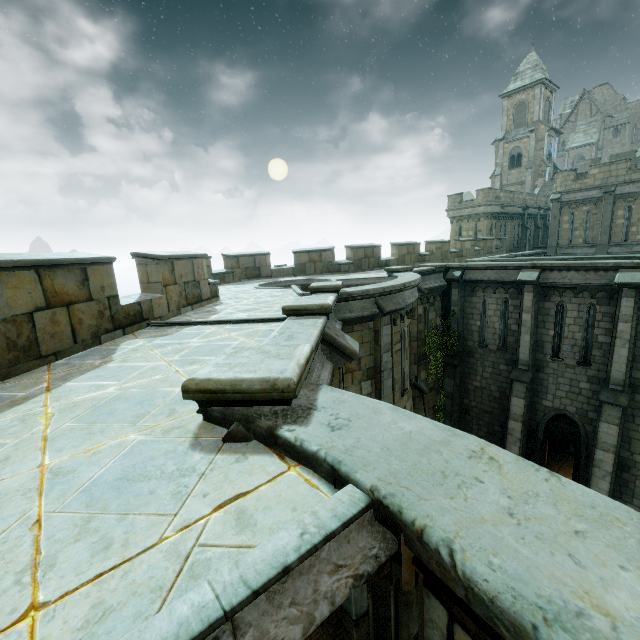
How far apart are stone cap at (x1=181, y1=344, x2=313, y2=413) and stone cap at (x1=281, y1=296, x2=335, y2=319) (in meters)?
2.42

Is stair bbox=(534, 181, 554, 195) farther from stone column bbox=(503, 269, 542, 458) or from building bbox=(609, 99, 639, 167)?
stone column bbox=(503, 269, 542, 458)

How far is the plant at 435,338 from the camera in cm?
1673

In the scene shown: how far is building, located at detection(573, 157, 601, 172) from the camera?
38.9 meters

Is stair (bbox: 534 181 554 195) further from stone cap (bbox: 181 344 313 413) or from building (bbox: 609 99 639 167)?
stone cap (bbox: 181 344 313 413)

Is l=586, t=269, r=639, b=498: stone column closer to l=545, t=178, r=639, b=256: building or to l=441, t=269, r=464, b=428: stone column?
l=441, t=269, r=464, b=428: stone column

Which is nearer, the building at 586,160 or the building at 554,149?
the building at 586,160

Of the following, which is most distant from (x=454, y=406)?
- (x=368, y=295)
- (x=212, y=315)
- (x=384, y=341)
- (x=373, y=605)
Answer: (x=373, y=605)
